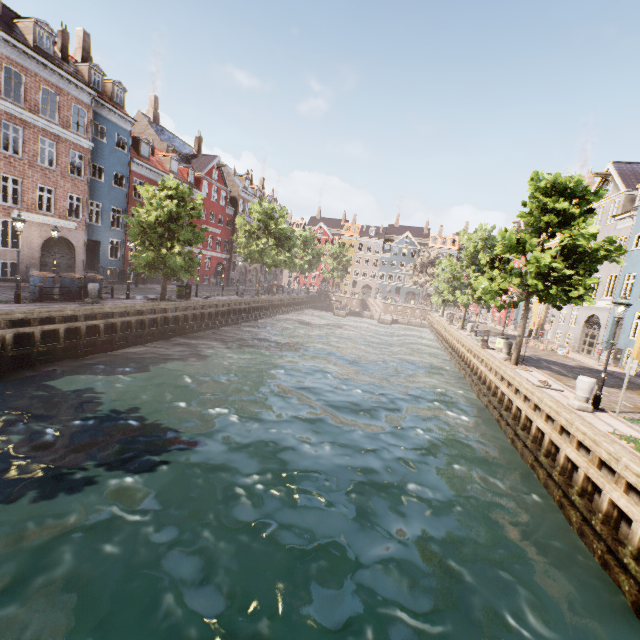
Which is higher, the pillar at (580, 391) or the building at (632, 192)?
the building at (632, 192)

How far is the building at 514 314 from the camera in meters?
40.1 m

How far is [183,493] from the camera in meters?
7.5

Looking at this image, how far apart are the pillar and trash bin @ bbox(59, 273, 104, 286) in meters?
23.0 m

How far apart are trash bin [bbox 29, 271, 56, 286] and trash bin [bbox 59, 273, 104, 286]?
0.5 meters

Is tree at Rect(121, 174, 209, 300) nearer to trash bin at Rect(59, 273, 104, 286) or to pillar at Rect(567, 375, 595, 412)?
trash bin at Rect(59, 273, 104, 286)

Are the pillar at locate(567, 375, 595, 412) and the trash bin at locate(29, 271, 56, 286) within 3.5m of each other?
no

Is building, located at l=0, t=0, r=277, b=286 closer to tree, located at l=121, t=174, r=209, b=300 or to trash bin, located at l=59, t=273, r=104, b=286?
tree, located at l=121, t=174, r=209, b=300
